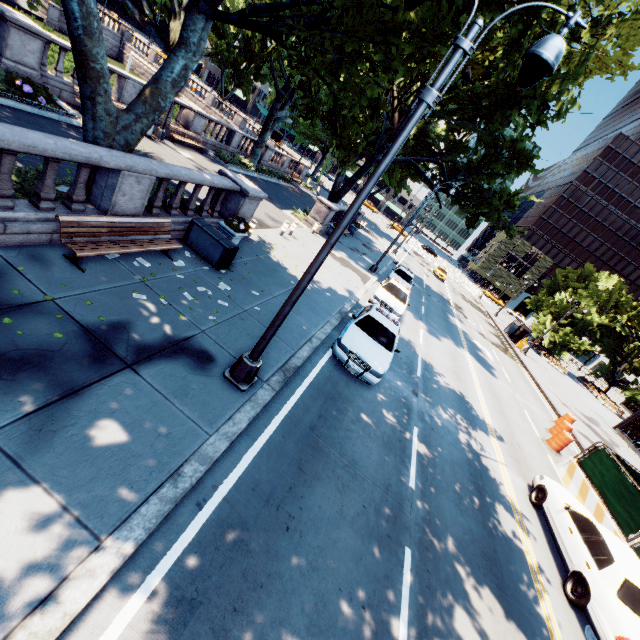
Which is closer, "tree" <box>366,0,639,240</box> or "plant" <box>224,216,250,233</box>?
"plant" <box>224,216,250,233</box>

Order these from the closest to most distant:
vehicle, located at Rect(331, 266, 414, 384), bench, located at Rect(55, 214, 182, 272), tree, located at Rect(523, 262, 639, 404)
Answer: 1. bench, located at Rect(55, 214, 182, 272)
2. vehicle, located at Rect(331, 266, 414, 384)
3. tree, located at Rect(523, 262, 639, 404)

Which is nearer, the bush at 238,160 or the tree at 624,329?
the bush at 238,160

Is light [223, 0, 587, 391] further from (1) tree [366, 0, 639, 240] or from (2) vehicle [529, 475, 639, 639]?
(2) vehicle [529, 475, 639, 639]

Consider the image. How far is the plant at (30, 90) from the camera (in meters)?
11.35

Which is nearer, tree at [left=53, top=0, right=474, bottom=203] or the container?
tree at [left=53, top=0, right=474, bottom=203]

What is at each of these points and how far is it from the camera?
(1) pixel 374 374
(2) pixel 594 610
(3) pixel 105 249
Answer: (1) vehicle, 9.7m
(2) vehicle, 7.1m
(3) bench, 6.9m

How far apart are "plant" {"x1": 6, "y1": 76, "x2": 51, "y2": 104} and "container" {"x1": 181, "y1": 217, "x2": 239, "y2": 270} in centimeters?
794cm
